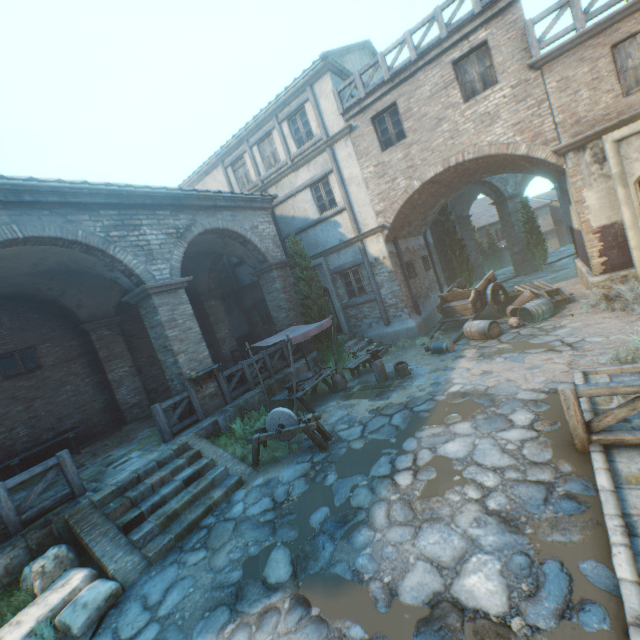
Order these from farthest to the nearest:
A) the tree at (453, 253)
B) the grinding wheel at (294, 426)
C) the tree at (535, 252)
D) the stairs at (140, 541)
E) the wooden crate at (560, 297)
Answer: the tree at (535, 252) → the tree at (453, 253) → the wooden crate at (560, 297) → the grinding wheel at (294, 426) → the stairs at (140, 541)

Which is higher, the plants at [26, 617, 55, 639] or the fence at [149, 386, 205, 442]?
the fence at [149, 386, 205, 442]

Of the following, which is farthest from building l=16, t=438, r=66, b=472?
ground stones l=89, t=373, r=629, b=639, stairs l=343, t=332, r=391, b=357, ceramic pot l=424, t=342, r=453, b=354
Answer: stairs l=343, t=332, r=391, b=357

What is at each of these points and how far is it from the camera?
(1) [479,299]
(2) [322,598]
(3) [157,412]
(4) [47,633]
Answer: (1) cart, 12.5 meters
(2) ground stones, 3.7 meters
(3) fence, 8.1 meters
(4) plants, 4.2 meters

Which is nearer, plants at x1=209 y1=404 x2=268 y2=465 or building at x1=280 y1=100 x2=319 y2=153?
plants at x1=209 y1=404 x2=268 y2=465

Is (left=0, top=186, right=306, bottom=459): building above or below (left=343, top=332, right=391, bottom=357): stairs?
above

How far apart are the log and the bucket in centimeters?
29cm

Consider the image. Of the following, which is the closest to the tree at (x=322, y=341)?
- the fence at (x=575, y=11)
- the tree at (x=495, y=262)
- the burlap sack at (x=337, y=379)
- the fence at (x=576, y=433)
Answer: the burlap sack at (x=337, y=379)
